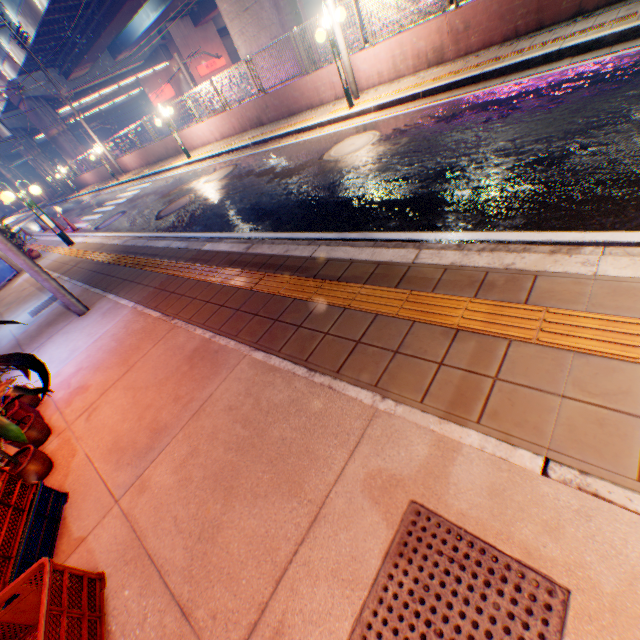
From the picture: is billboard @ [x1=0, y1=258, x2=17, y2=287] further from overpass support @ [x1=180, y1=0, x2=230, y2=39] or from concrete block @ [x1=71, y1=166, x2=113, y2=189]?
overpass support @ [x1=180, y1=0, x2=230, y2=39]

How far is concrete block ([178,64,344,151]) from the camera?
11.0m

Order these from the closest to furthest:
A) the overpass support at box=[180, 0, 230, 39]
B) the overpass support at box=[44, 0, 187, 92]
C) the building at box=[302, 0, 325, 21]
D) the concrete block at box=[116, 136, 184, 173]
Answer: the concrete block at box=[116, 136, 184, 173]
the overpass support at box=[44, 0, 187, 92]
the overpass support at box=[180, 0, 230, 39]
the building at box=[302, 0, 325, 21]

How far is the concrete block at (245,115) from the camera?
11.0 meters

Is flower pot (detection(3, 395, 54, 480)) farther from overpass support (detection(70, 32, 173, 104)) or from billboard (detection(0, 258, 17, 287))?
overpass support (detection(70, 32, 173, 104))

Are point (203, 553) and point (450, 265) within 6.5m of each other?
yes

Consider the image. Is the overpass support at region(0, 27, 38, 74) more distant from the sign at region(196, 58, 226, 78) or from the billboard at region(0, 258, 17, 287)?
the billboard at region(0, 258, 17, 287)

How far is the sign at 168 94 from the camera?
42.3m
